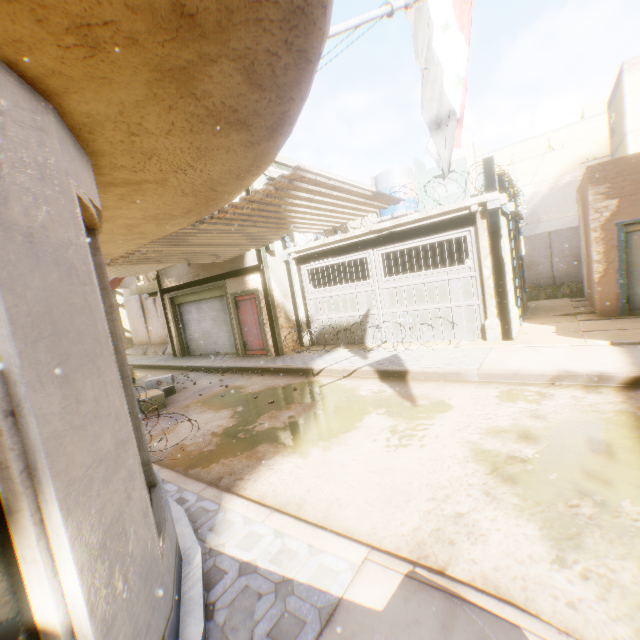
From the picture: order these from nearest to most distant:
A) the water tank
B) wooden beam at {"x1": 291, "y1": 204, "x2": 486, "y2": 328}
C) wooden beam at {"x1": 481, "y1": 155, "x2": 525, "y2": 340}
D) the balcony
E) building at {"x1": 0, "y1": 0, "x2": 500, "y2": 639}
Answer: building at {"x1": 0, "y1": 0, "x2": 500, "y2": 639}, wooden beam at {"x1": 481, "y1": 155, "x2": 525, "y2": 340}, wooden beam at {"x1": 291, "y1": 204, "x2": 486, "y2": 328}, the water tank, the balcony

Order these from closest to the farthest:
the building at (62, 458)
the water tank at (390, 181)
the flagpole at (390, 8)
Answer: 1. the building at (62, 458)
2. the flagpole at (390, 8)
3. the water tank at (390, 181)

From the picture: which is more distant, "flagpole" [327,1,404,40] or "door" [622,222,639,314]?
"door" [622,222,639,314]

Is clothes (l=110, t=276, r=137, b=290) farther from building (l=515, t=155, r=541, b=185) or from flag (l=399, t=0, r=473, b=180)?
flag (l=399, t=0, r=473, b=180)

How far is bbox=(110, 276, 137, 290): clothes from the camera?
12.2 meters

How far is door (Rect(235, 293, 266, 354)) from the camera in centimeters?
1181cm

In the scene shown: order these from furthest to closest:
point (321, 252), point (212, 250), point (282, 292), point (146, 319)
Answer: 1. point (146, 319)
2. point (282, 292)
3. point (321, 252)
4. point (212, 250)

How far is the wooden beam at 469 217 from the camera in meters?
8.3
